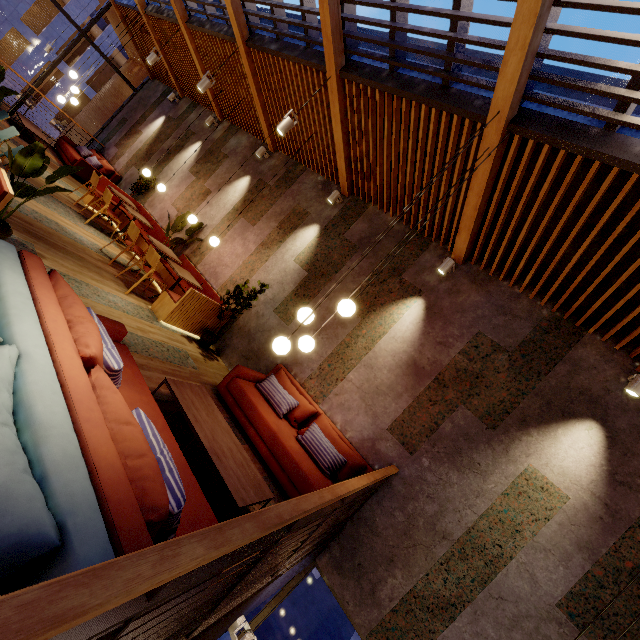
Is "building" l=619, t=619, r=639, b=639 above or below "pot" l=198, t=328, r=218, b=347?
above

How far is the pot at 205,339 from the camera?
6.04m

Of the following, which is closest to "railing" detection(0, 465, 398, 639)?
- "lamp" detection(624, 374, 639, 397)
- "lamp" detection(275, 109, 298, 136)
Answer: "lamp" detection(624, 374, 639, 397)

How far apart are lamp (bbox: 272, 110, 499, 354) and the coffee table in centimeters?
105cm

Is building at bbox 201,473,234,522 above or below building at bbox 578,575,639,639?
below

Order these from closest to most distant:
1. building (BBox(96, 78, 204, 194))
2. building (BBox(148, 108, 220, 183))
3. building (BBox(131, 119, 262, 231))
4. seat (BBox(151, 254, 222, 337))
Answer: seat (BBox(151, 254, 222, 337)) < building (BBox(131, 119, 262, 231)) < building (BBox(148, 108, 220, 183)) < building (BBox(96, 78, 204, 194))

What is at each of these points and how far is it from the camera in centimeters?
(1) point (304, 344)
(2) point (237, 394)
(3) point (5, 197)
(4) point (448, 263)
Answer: (1) lamp, 354cm
(2) couch, 457cm
(3) seat, 309cm
(4) lamp, 493cm

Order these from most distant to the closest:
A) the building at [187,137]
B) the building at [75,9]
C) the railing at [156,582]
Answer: the building at [75,9] < the building at [187,137] < the railing at [156,582]
